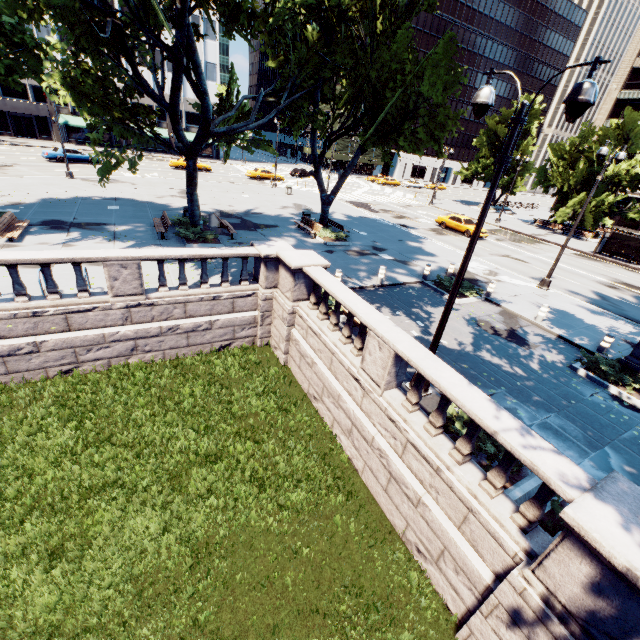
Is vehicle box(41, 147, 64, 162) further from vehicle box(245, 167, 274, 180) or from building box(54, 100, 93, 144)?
building box(54, 100, 93, 144)

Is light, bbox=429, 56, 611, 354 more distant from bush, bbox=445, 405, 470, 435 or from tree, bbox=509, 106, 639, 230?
tree, bbox=509, 106, 639, 230

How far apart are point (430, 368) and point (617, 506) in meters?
3.2 m

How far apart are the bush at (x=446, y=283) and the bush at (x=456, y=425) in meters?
8.3 m

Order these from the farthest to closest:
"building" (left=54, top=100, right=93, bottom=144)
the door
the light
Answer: "building" (left=54, top=100, right=93, bottom=144), the door, the light

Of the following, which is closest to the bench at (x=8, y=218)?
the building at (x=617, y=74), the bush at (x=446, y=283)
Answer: the bush at (x=446, y=283)

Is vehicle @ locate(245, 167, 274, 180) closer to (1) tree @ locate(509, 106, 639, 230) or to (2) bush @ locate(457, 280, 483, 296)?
(1) tree @ locate(509, 106, 639, 230)

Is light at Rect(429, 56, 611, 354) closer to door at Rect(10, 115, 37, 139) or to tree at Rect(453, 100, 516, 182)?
tree at Rect(453, 100, 516, 182)
